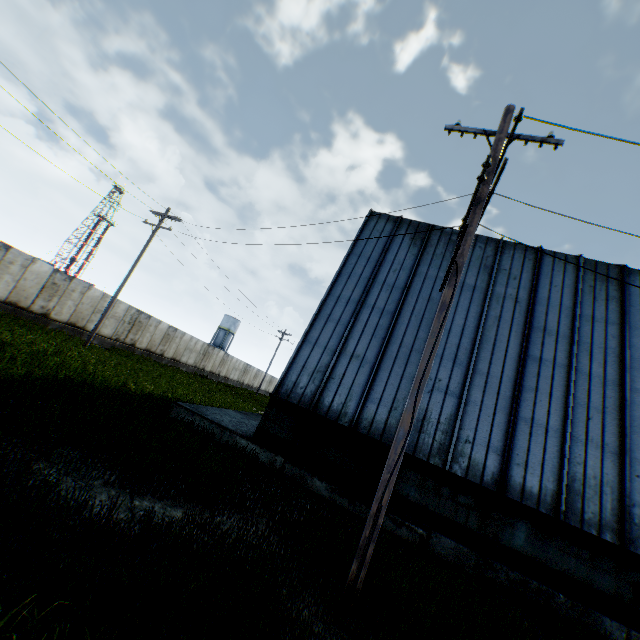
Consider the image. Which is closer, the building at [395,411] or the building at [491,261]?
the building at [491,261]

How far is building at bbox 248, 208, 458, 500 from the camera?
9.87m

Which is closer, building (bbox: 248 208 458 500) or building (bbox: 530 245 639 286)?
building (bbox: 248 208 458 500)

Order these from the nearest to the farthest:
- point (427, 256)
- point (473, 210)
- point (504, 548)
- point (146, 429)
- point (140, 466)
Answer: point (140, 466)
point (473, 210)
point (146, 429)
point (504, 548)
point (427, 256)

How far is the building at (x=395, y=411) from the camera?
9.87m

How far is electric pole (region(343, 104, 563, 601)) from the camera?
4.75m

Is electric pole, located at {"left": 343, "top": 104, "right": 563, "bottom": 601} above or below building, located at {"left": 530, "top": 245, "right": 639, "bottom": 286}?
below

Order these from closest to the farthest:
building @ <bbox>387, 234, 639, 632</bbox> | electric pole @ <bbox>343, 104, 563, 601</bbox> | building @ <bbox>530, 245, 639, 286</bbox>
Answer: electric pole @ <bbox>343, 104, 563, 601</bbox>
building @ <bbox>387, 234, 639, 632</bbox>
building @ <bbox>530, 245, 639, 286</bbox>
